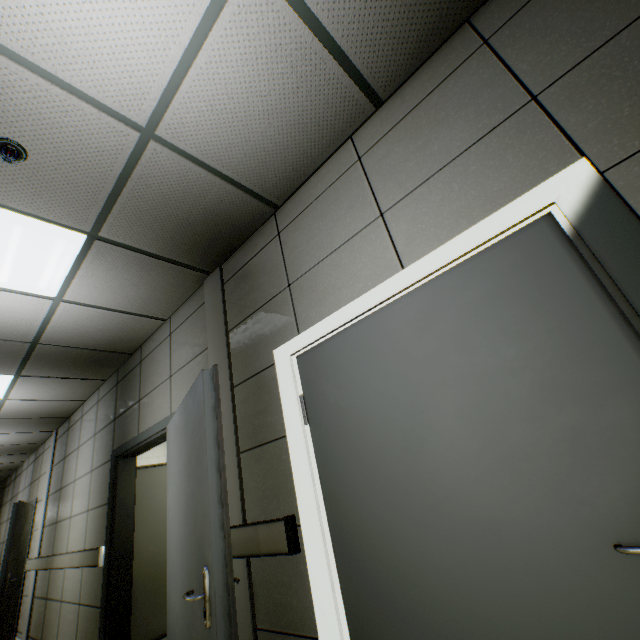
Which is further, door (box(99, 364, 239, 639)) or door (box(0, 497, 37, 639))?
door (box(0, 497, 37, 639))

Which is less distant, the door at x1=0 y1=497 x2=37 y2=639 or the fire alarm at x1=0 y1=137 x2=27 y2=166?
the fire alarm at x1=0 y1=137 x2=27 y2=166

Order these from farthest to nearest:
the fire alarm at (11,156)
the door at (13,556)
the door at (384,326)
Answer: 1. the door at (13,556)
2. the fire alarm at (11,156)
3. the door at (384,326)

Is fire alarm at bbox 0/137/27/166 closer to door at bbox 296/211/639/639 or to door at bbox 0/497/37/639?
door at bbox 296/211/639/639

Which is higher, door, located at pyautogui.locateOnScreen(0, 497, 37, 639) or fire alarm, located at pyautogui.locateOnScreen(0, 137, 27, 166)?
fire alarm, located at pyautogui.locateOnScreen(0, 137, 27, 166)

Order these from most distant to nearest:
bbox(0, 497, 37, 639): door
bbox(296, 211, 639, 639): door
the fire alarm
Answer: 1. bbox(0, 497, 37, 639): door
2. the fire alarm
3. bbox(296, 211, 639, 639): door

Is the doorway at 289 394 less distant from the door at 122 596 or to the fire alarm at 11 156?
the door at 122 596

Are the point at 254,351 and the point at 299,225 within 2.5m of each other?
yes
